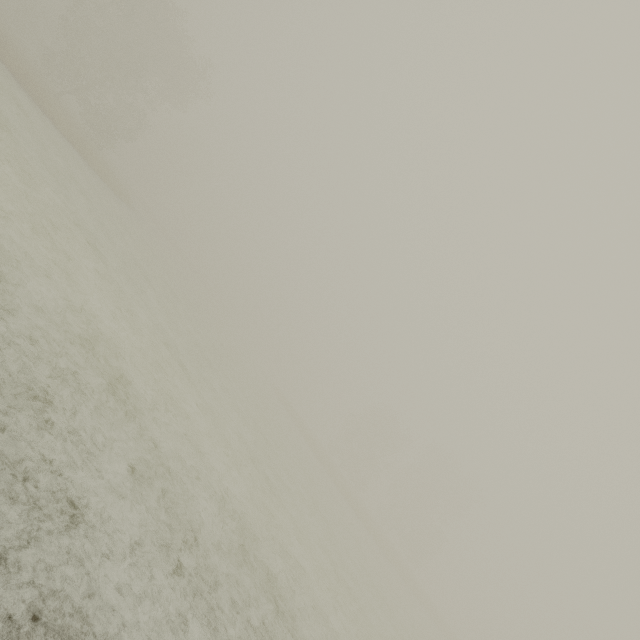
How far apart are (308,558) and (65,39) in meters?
69.0
